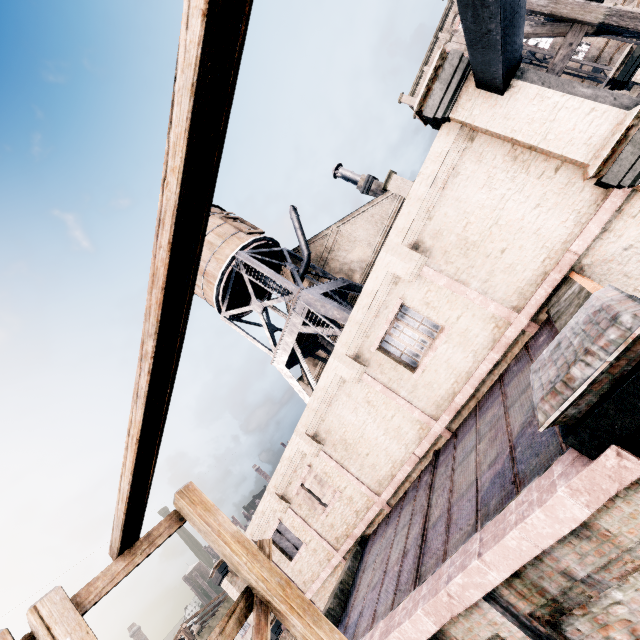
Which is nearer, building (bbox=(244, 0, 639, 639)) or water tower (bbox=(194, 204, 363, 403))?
building (bbox=(244, 0, 639, 639))

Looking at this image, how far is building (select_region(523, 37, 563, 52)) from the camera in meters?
44.2 m

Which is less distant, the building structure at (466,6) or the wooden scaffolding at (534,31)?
the building structure at (466,6)

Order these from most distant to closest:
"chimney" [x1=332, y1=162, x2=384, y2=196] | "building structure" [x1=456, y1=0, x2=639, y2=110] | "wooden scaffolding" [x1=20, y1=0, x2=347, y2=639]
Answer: "chimney" [x1=332, y1=162, x2=384, y2=196] < "building structure" [x1=456, y1=0, x2=639, y2=110] < "wooden scaffolding" [x1=20, y1=0, x2=347, y2=639]

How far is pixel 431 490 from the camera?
9.73m

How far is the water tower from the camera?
19.61m

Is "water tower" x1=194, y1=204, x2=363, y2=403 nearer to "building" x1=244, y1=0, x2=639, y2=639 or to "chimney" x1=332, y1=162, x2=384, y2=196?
"building" x1=244, y1=0, x2=639, y2=639

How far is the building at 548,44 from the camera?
44.2m
